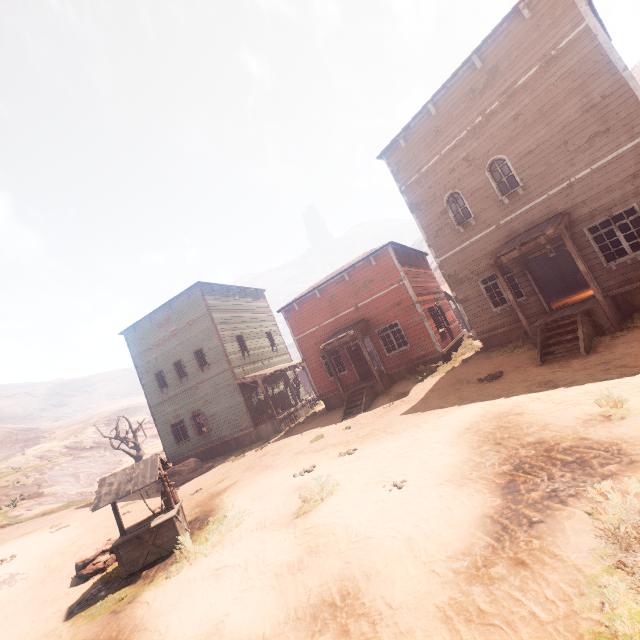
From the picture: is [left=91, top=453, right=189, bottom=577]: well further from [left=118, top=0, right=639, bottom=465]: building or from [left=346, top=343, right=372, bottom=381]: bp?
[left=346, top=343, right=372, bottom=381]: bp

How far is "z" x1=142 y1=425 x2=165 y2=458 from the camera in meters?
38.5

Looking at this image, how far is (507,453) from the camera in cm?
560

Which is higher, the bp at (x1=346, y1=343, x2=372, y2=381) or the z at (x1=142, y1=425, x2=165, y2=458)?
the z at (x1=142, y1=425, x2=165, y2=458)

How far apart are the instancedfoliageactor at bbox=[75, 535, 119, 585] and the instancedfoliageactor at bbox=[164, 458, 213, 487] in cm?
742

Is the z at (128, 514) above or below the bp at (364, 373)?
below

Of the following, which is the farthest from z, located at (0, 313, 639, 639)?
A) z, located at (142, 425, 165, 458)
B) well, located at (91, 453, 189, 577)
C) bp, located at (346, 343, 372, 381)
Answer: z, located at (142, 425, 165, 458)

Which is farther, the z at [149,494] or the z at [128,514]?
the z at [149,494]
